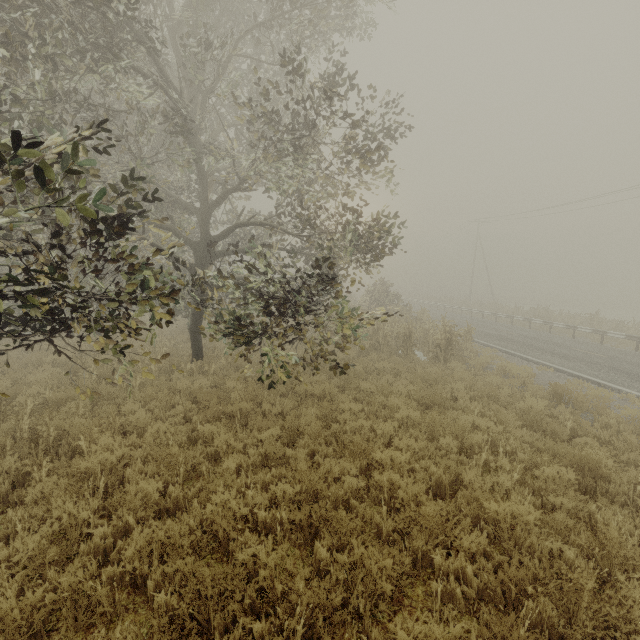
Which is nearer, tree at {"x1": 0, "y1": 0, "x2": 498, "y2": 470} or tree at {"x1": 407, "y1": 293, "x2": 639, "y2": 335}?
tree at {"x1": 0, "y1": 0, "x2": 498, "y2": 470}

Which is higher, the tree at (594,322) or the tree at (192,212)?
the tree at (192,212)

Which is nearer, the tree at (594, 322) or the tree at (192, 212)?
the tree at (192, 212)

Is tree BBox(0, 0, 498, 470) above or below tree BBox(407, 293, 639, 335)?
above

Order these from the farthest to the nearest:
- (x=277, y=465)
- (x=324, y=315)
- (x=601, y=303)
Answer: (x=601, y=303) → (x=324, y=315) → (x=277, y=465)
